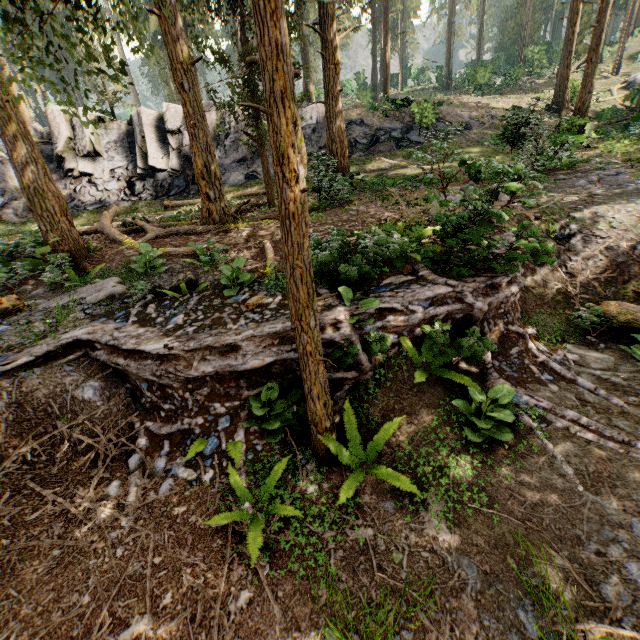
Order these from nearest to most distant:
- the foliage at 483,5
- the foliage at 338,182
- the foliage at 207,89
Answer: the foliage at 338,182, the foliage at 207,89, the foliage at 483,5

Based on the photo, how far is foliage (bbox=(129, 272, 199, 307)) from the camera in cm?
728

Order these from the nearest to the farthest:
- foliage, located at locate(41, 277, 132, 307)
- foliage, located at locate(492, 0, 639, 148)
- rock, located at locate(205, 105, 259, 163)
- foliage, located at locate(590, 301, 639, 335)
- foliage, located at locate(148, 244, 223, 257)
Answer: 1. foliage, located at locate(590, 301, 639, 335)
2. foliage, located at locate(41, 277, 132, 307)
3. foliage, located at locate(148, 244, 223, 257)
4. foliage, located at locate(492, 0, 639, 148)
5. rock, located at locate(205, 105, 259, 163)

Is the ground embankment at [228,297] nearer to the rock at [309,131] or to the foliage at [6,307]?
the foliage at [6,307]

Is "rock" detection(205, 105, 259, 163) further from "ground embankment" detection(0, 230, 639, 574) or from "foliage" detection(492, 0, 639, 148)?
"ground embankment" detection(0, 230, 639, 574)

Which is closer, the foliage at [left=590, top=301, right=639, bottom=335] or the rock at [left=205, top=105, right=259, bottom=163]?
the foliage at [left=590, top=301, right=639, bottom=335]

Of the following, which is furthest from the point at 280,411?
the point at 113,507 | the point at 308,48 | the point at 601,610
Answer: the point at 308,48
